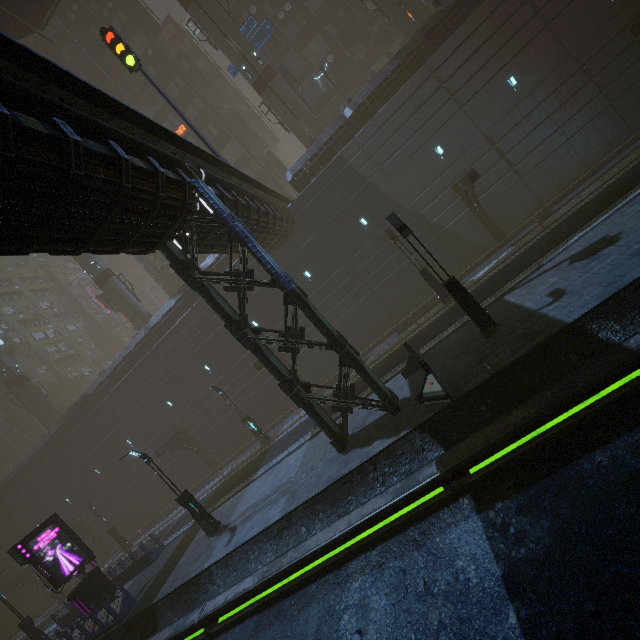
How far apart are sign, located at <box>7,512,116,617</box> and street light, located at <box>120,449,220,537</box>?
7.9m

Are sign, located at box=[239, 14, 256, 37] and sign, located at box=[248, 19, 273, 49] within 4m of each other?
yes

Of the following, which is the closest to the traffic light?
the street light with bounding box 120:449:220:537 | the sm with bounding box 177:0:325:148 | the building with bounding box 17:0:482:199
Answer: the building with bounding box 17:0:482:199

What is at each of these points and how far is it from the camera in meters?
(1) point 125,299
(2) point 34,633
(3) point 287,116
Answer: (1) sm, 32.9 m
(2) street light, 19.8 m
(3) sm, 26.5 m

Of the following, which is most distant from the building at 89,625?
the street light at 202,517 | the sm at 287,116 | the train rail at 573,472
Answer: the street light at 202,517

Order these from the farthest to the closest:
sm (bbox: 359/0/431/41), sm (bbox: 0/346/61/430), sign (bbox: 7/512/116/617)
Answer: sm (bbox: 0/346/61/430) → sm (bbox: 359/0/431/41) → sign (bbox: 7/512/116/617)

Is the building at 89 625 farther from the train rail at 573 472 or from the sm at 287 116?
the sm at 287 116

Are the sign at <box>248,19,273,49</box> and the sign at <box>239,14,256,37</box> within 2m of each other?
yes
